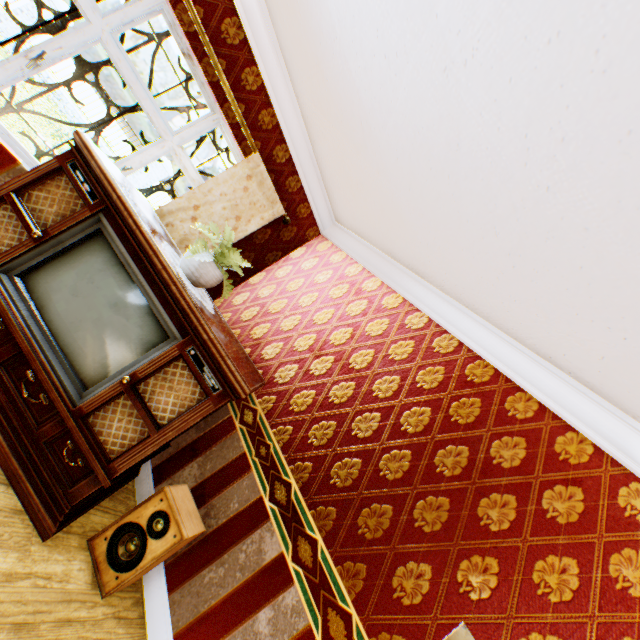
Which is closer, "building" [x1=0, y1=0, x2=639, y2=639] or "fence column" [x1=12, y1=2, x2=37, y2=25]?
"building" [x1=0, y1=0, x2=639, y2=639]

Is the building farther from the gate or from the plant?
the gate

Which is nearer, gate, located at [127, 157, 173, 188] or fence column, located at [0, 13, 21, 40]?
fence column, located at [0, 13, 21, 40]

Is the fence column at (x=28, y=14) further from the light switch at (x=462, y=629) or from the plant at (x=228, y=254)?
the light switch at (x=462, y=629)

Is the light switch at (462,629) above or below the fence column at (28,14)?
above

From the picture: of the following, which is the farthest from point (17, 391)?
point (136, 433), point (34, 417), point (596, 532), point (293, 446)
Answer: point (596, 532)

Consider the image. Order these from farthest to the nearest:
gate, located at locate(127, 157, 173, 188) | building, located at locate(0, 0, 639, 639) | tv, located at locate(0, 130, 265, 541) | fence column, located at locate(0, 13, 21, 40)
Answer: gate, located at locate(127, 157, 173, 188) → fence column, located at locate(0, 13, 21, 40) → tv, located at locate(0, 130, 265, 541) → building, located at locate(0, 0, 639, 639)

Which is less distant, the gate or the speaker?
the speaker
